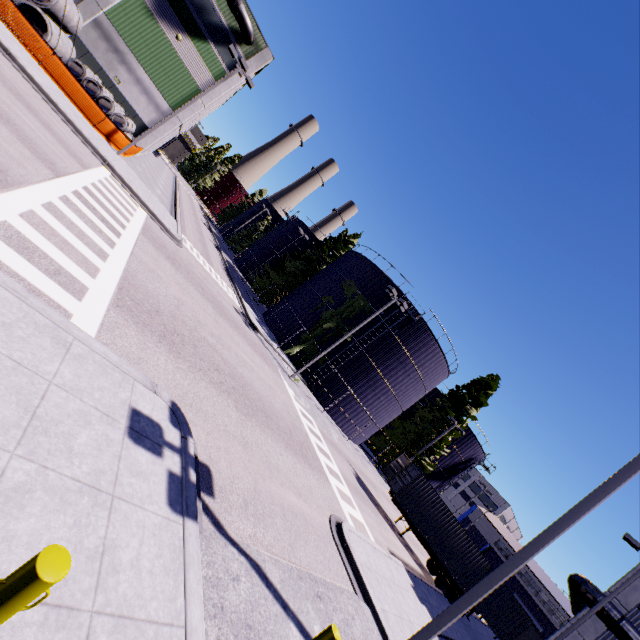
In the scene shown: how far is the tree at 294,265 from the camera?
40.00m

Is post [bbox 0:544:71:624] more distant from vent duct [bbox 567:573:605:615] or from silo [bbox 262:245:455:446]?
vent duct [bbox 567:573:605:615]

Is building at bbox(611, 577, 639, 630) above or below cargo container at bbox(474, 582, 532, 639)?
above

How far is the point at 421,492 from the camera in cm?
2094

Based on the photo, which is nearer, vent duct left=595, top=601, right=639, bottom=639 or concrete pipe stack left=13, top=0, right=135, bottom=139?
vent duct left=595, top=601, right=639, bottom=639

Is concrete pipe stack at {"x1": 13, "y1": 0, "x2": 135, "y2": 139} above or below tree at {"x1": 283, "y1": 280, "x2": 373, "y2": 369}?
below

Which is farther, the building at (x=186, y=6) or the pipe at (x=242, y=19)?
the pipe at (x=242, y=19)

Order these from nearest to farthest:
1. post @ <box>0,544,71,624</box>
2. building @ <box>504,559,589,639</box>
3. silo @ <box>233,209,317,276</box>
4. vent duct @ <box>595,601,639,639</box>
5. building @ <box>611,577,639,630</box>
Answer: post @ <box>0,544,71,624</box>
vent duct @ <box>595,601,639,639</box>
building @ <box>611,577,639,630</box>
building @ <box>504,559,589,639</box>
silo @ <box>233,209,317,276</box>
